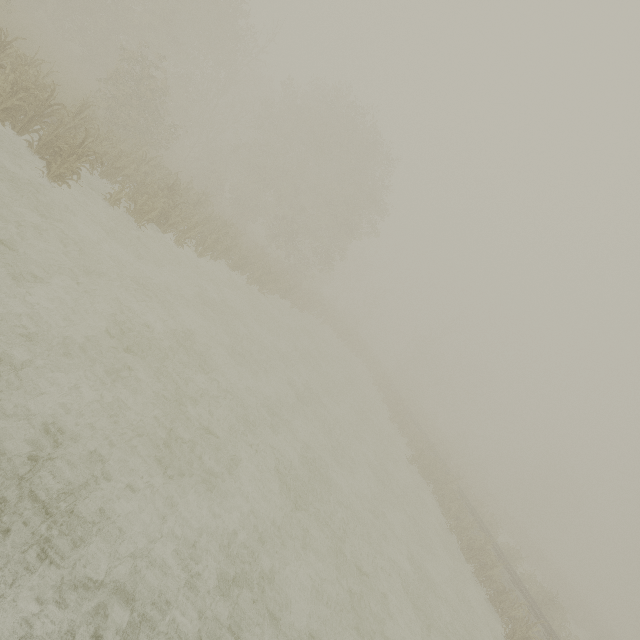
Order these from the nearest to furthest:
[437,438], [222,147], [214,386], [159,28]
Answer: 1. [214,386]
2. [159,28]
3. [222,147]
4. [437,438]
